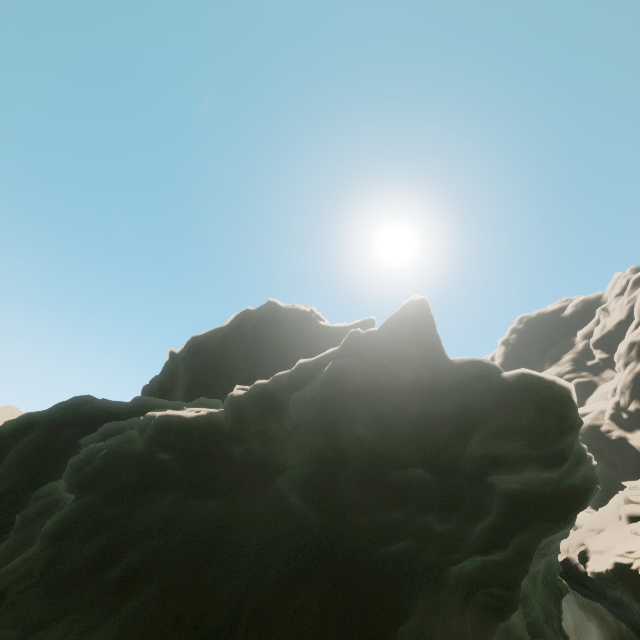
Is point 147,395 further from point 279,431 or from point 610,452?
point 610,452
